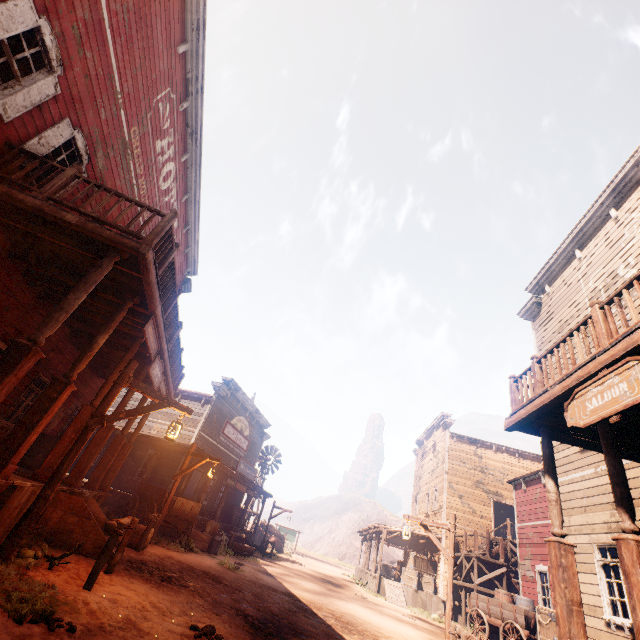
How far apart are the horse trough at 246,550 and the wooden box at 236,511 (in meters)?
6.08

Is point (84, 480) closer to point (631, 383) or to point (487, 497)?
point (631, 383)

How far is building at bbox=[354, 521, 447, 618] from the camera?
18.99m

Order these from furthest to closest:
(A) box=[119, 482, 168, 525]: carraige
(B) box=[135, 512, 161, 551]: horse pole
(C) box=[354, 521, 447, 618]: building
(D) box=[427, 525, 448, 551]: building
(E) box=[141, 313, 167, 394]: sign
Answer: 1. (D) box=[427, 525, 448, 551]: building
2. (C) box=[354, 521, 447, 618]: building
3. (A) box=[119, 482, 168, 525]: carraige
4. (B) box=[135, 512, 161, 551]: horse pole
5. (E) box=[141, 313, 167, 394]: sign

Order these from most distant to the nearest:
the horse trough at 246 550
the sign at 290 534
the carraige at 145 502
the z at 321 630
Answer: the sign at 290 534 → the horse trough at 246 550 → the carraige at 145 502 → the z at 321 630

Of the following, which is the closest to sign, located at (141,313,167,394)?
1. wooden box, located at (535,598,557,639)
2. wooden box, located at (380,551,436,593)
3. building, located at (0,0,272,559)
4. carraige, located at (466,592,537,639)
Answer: building, located at (0,0,272,559)

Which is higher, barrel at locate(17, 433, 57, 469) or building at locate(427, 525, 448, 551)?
building at locate(427, 525, 448, 551)

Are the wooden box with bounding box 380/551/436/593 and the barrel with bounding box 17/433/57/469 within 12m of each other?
no
